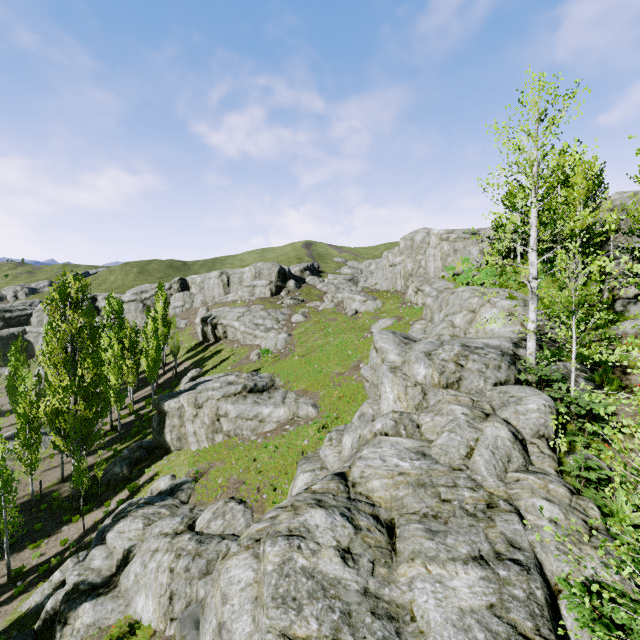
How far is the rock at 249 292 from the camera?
58.9m

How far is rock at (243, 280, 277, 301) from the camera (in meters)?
58.88

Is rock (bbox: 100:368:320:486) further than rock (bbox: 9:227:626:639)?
Yes

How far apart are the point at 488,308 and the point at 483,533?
15.30m

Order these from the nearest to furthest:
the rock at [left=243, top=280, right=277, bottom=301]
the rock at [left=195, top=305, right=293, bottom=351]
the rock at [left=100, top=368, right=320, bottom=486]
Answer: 1. the rock at [left=100, top=368, right=320, bottom=486]
2. the rock at [left=195, top=305, right=293, bottom=351]
3. the rock at [left=243, top=280, right=277, bottom=301]

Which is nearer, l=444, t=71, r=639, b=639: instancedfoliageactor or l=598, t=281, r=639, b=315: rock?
l=444, t=71, r=639, b=639: instancedfoliageactor

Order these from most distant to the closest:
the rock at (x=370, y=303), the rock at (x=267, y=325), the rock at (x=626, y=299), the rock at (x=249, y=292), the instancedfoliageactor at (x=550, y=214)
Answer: the rock at (x=249, y=292), the rock at (x=370, y=303), the rock at (x=267, y=325), the rock at (x=626, y=299), the instancedfoliageactor at (x=550, y=214)
